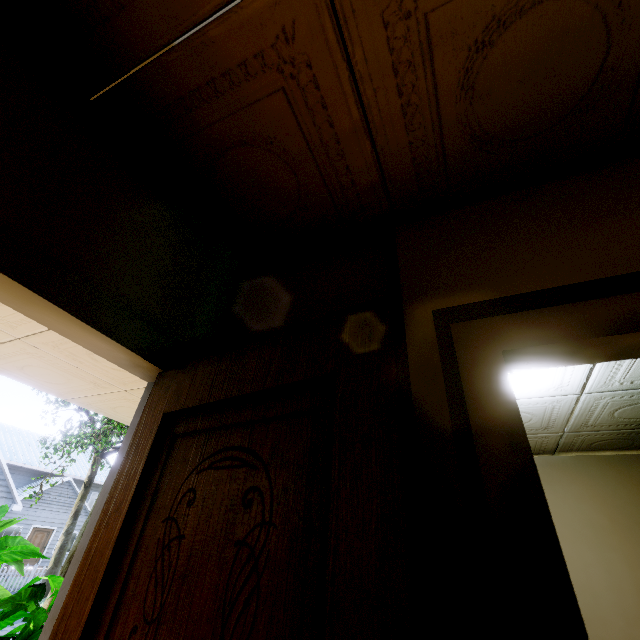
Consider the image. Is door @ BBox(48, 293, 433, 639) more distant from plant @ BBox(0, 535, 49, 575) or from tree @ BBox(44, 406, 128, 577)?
tree @ BBox(44, 406, 128, 577)

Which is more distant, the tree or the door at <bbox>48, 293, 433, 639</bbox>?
A: the tree

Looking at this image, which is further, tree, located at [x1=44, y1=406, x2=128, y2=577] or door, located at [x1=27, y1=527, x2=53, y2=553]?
door, located at [x1=27, y1=527, x2=53, y2=553]

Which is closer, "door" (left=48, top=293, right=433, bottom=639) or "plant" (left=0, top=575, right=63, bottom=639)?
"door" (left=48, top=293, right=433, bottom=639)

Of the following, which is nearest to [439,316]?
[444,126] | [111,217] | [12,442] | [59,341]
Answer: [444,126]

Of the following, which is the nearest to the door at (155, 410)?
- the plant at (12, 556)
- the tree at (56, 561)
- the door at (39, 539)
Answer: the plant at (12, 556)

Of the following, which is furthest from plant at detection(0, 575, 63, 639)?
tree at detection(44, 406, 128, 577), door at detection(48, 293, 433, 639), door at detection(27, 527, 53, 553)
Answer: door at detection(27, 527, 53, 553)

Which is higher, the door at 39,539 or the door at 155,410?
the door at 155,410
